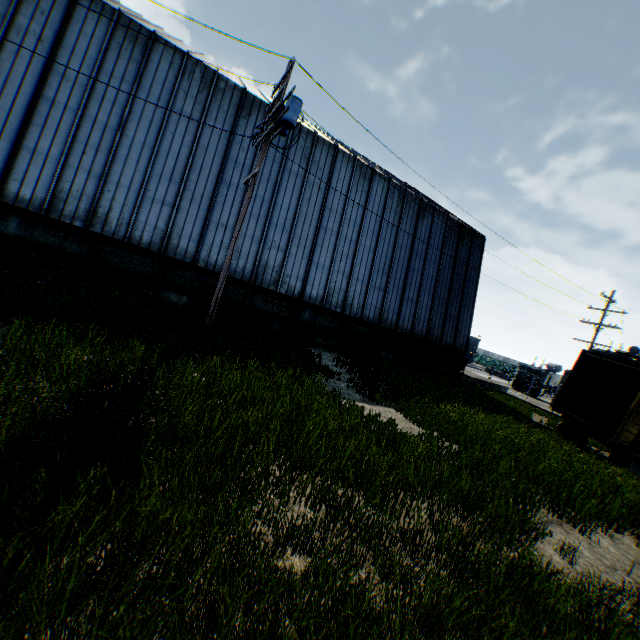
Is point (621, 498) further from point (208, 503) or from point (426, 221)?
point (426, 221)

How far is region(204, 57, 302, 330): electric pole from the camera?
10.27m

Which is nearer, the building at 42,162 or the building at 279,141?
the building at 42,162

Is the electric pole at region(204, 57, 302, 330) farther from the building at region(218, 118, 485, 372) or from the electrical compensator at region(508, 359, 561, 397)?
the electrical compensator at region(508, 359, 561, 397)

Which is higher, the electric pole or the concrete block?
the electric pole

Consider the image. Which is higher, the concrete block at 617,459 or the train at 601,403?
the train at 601,403

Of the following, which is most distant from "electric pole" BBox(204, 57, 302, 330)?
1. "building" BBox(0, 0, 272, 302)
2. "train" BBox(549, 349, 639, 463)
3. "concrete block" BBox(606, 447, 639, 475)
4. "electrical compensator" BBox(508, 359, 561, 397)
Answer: "electrical compensator" BBox(508, 359, 561, 397)

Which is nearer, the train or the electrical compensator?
the train
